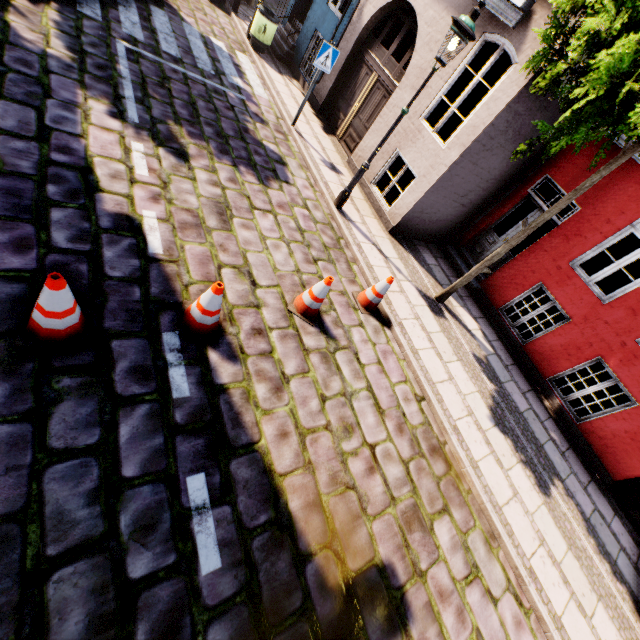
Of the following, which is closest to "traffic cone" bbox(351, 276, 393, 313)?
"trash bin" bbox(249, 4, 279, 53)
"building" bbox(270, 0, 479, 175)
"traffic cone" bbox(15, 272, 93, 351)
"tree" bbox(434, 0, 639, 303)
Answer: "tree" bbox(434, 0, 639, 303)

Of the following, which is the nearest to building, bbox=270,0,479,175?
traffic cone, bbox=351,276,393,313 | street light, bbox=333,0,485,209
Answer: street light, bbox=333,0,485,209

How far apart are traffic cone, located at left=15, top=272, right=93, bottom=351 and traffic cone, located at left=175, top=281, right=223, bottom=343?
0.8m

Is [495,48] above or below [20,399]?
above

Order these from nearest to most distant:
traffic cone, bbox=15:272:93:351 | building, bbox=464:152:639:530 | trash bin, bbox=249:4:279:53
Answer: traffic cone, bbox=15:272:93:351 → building, bbox=464:152:639:530 → trash bin, bbox=249:4:279:53

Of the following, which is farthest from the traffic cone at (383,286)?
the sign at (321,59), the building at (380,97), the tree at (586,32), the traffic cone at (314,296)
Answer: the sign at (321,59)

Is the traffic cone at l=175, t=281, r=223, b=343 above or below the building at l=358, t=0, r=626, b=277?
below

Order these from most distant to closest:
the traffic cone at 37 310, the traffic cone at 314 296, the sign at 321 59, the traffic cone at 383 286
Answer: the sign at 321 59, the traffic cone at 383 286, the traffic cone at 314 296, the traffic cone at 37 310
